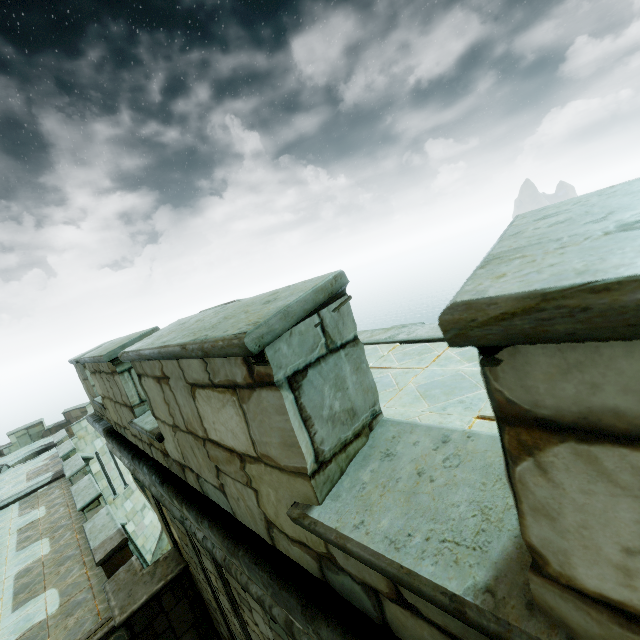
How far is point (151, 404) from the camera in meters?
2.7 m
